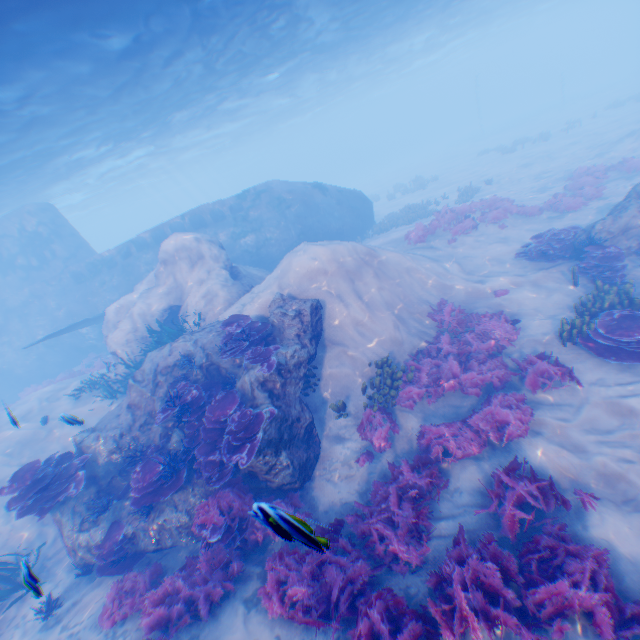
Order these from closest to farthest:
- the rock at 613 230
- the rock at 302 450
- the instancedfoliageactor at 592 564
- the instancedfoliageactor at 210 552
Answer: the instancedfoliageactor at 592 564 < the instancedfoliageactor at 210 552 < the rock at 302 450 < the rock at 613 230

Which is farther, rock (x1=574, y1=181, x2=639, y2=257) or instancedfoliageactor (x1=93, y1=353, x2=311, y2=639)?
rock (x1=574, y1=181, x2=639, y2=257)

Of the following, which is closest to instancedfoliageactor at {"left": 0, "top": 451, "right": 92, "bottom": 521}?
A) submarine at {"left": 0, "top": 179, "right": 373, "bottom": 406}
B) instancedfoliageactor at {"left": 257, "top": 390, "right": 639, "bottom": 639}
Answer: submarine at {"left": 0, "top": 179, "right": 373, "bottom": 406}

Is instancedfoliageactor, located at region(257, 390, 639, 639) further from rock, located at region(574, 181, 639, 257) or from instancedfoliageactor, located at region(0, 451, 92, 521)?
rock, located at region(574, 181, 639, 257)

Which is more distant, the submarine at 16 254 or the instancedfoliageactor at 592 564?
the submarine at 16 254

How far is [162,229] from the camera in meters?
21.0 m

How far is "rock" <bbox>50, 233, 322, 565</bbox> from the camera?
7.55m

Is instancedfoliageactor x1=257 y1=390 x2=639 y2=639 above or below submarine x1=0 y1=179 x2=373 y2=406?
below
